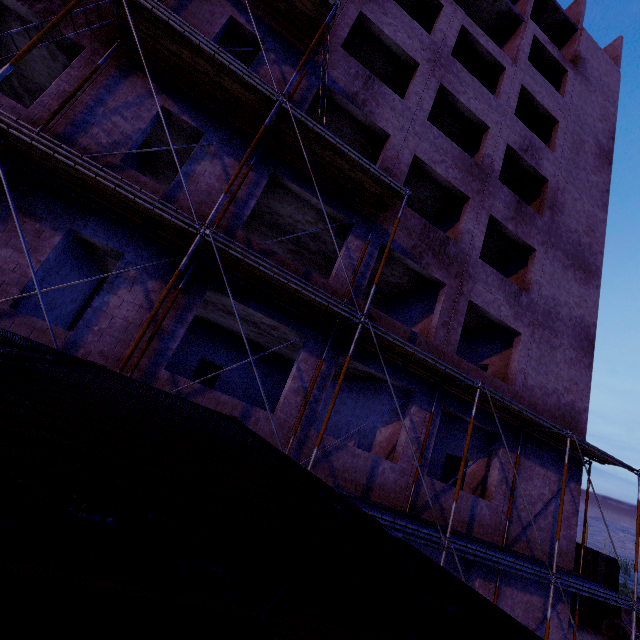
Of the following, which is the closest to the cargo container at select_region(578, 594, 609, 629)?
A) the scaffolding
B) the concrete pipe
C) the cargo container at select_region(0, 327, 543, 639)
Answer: the concrete pipe

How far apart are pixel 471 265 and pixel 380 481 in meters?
8.2 m

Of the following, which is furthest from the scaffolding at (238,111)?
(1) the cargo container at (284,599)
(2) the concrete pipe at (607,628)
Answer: (2) the concrete pipe at (607,628)

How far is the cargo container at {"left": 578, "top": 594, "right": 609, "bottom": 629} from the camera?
21.52m

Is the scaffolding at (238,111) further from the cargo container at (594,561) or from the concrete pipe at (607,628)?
the concrete pipe at (607,628)

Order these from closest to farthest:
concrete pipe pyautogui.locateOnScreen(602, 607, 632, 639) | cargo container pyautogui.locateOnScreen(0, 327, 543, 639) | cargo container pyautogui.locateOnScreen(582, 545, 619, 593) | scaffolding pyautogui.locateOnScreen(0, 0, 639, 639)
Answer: cargo container pyautogui.locateOnScreen(0, 327, 543, 639) < scaffolding pyautogui.locateOnScreen(0, 0, 639, 639) < concrete pipe pyautogui.locateOnScreen(602, 607, 632, 639) < cargo container pyautogui.locateOnScreen(582, 545, 619, 593)

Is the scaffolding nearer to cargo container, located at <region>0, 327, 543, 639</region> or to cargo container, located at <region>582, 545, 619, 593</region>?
cargo container, located at <region>0, 327, 543, 639</region>
